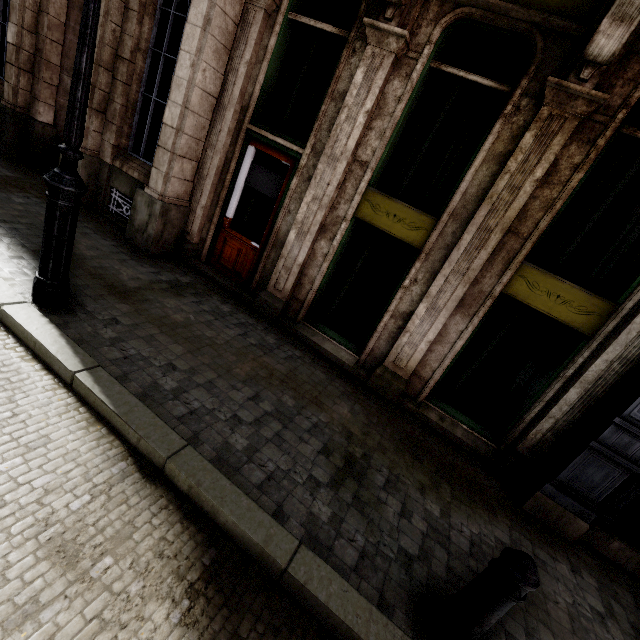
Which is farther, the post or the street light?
the street light

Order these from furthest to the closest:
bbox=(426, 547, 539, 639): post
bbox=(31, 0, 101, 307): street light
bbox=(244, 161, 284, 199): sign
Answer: bbox=(244, 161, 284, 199): sign → bbox=(31, 0, 101, 307): street light → bbox=(426, 547, 539, 639): post

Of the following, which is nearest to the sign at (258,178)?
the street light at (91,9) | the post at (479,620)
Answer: the street light at (91,9)

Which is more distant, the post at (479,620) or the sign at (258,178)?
the sign at (258,178)

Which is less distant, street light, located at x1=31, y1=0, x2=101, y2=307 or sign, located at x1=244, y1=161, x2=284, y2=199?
street light, located at x1=31, y1=0, x2=101, y2=307

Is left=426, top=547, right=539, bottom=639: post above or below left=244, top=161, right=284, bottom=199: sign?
below

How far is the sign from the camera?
5.8m

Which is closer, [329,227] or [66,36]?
[329,227]
